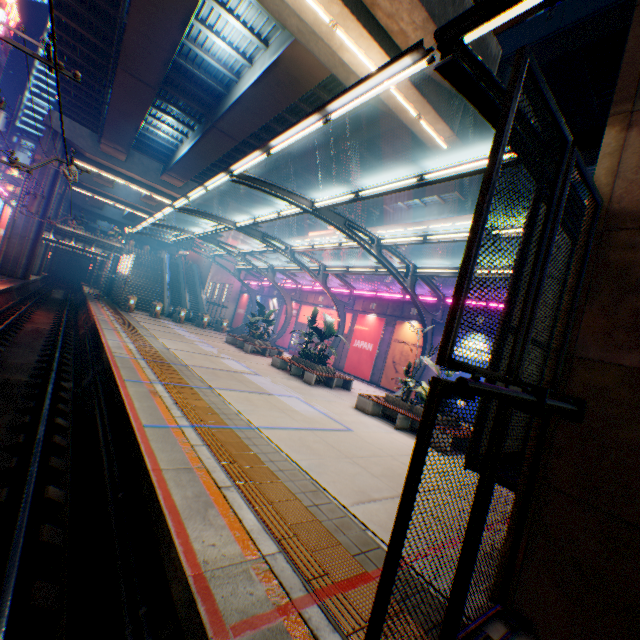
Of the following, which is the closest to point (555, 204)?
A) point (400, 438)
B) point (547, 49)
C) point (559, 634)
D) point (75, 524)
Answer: point (559, 634)

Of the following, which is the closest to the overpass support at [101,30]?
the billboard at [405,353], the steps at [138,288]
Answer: the steps at [138,288]

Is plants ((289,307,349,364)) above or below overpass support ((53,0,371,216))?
below

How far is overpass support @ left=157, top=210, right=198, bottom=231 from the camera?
48.2 meters

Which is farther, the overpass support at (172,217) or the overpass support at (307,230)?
the overpass support at (172,217)

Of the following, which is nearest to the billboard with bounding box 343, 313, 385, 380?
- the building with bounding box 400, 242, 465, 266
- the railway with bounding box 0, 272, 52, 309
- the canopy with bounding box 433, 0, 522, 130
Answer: the canopy with bounding box 433, 0, 522, 130

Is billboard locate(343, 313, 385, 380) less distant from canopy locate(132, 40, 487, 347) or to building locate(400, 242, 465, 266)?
canopy locate(132, 40, 487, 347)

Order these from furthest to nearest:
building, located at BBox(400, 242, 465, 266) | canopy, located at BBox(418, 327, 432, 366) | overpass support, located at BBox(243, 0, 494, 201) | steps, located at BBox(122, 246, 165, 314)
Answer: building, located at BBox(400, 242, 465, 266) → steps, located at BBox(122, 246, 165, 314) → canopy, located at BBox(418, 327, 432, 366) → overpass support, located at BBox(243, 0, 494, 201)
